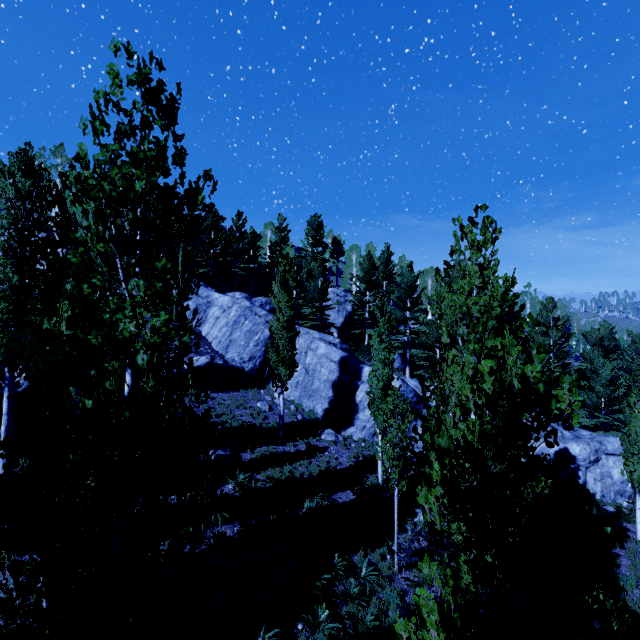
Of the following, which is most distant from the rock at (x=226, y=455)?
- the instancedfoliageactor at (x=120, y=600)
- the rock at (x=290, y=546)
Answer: the rock at (x=290, y=546)

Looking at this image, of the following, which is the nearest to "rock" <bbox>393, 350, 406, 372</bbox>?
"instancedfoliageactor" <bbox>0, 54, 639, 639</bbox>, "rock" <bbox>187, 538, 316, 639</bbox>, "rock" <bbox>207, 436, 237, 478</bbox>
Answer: "instancedfoliageactor" <bbox>0, 54, 639, 639</bbox>

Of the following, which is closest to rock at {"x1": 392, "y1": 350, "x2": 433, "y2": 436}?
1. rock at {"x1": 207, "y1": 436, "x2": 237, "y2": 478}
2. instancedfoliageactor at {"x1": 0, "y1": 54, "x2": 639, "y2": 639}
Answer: instancedfoliageactor at {"x1": 0, "y1": 54, "x2": 639, "y2": 639}

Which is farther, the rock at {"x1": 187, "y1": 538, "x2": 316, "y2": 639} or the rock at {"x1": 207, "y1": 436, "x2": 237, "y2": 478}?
the rock at {"x1": 207, "y1": 436, "x2": 237, "y2": 478}

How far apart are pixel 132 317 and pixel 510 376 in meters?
3.6 m

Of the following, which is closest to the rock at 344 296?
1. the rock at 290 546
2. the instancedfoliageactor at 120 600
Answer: the instancedfoliageactor at 120 600

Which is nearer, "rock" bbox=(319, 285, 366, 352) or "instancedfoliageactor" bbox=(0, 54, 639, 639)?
"instancedfoliageactor" bbox=(0, 54, 639, 639)

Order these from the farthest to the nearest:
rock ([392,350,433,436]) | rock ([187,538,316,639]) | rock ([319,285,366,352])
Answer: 1. rock ([319,285,366,352])
2. rock ([392,350,433,436])
3. rock ([187,538,316,639])
